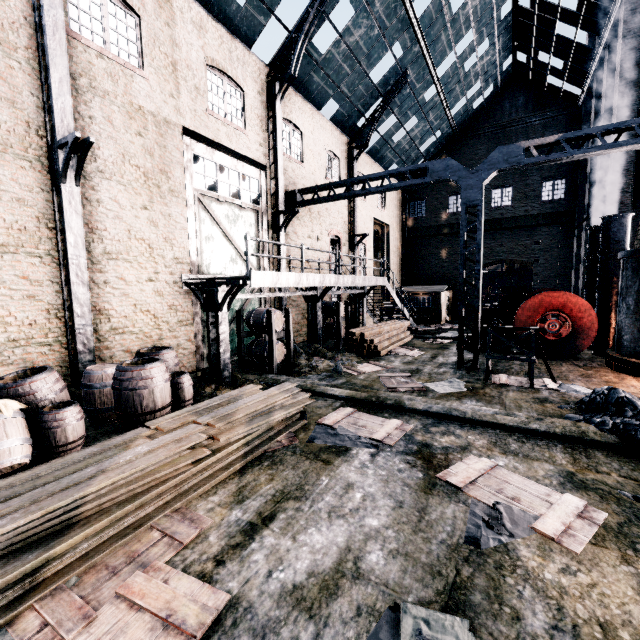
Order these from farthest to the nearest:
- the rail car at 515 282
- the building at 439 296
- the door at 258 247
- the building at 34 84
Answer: the rail car at 515 282
the building at 439 296
the door at 258 247
the building at 34 84

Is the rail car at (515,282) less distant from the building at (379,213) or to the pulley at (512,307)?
the building at (379,213)

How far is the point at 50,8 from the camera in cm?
755

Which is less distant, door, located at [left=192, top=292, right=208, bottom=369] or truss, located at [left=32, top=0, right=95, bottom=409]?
truss, located at [left=32, top=0, right=95, bottom=409]

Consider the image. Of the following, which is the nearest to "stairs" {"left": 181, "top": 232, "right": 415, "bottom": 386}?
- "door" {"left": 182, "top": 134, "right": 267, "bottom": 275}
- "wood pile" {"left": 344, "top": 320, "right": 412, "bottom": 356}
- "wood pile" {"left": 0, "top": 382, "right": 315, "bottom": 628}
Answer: "wood pile" {"left": 344, "top": 320, "right": 412, "bottom": 356}

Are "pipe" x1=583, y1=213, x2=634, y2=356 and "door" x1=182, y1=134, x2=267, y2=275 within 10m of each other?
no

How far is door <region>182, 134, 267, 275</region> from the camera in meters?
11.8 m

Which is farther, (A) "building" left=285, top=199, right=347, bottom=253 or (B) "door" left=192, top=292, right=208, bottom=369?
(A) "building" left=285, top=199, right=347, bottom=253
